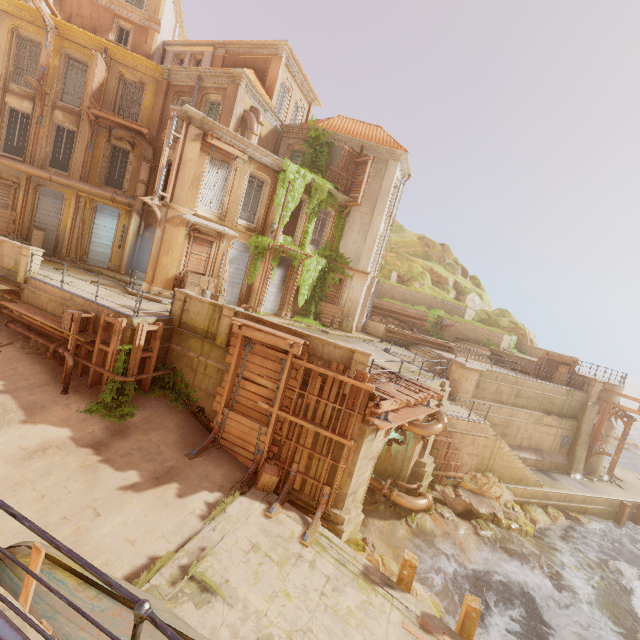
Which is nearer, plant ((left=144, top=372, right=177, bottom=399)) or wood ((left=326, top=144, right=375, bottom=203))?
plant ((left=144, top=372, right=177, bottom=399))

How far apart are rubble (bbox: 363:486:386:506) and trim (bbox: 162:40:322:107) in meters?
25.2

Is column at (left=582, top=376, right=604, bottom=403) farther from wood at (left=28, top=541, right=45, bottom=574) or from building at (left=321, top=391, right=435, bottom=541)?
wood at (left=28, top=541, right=45, bottom=574)

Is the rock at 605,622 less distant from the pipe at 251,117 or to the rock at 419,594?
the rock at 419,594

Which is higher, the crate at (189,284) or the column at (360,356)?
the crate at (189,284)

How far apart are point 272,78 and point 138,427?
22.0m

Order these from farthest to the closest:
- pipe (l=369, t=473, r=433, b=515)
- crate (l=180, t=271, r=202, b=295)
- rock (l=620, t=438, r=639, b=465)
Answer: rock (l=620, t=438, r=639, b=465), crate (l=180, t=271, r=202, b=295), pipe (l=369, t=473, r=433, b=515)

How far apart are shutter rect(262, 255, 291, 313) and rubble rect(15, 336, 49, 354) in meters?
10.7 m
